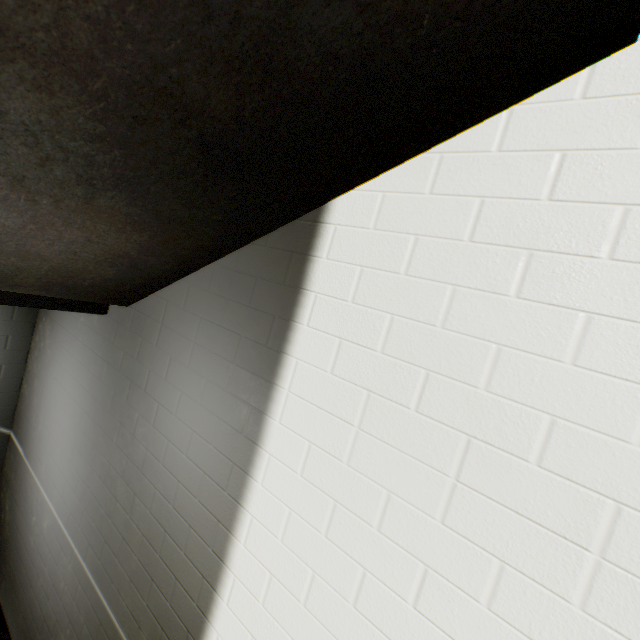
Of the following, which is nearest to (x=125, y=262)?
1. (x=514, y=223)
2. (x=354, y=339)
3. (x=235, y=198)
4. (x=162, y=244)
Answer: (x=162, y=244)
